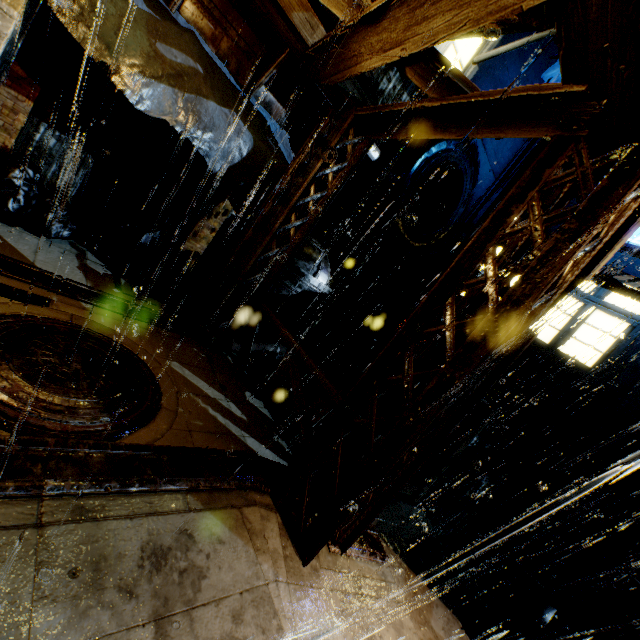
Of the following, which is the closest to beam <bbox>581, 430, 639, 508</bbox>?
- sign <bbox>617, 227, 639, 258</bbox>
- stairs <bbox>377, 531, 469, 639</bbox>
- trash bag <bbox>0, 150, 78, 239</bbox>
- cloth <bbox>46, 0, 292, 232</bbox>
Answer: sign <bbox>617, 227, 639, 258</bbox>

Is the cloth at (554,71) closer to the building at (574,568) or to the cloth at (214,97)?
the building at (574,568)

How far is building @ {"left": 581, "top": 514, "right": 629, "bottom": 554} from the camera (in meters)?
9.56

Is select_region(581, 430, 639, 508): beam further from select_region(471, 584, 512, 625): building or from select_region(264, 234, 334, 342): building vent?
select_region(264, 234, 334, 342): building vent

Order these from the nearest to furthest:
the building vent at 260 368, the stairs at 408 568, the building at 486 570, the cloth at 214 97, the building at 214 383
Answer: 1. the building at 214 383
2. the stairs at 408 568
3. the cloth at 214 97
4. the building at 486 570
5. the building vent at 260 368

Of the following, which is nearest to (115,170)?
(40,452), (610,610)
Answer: (40,452)

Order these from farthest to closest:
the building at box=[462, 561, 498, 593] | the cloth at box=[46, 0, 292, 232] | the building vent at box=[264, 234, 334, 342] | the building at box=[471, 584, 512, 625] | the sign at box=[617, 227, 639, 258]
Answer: the sign at box=[617, 227, 639, 258] < the building vent at box=[264, 234, 334, 342] < the building at box=[462, 561, 498, 593] < the building at box=[471, 584, 512, 625] < the cloth at box=[46, 0, 292, 232]
